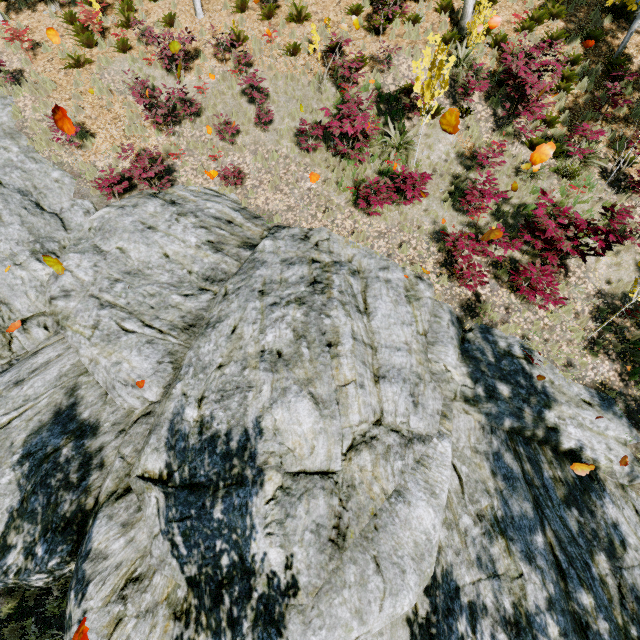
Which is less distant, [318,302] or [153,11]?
[318,302]

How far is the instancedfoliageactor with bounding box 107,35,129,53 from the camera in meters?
11.8

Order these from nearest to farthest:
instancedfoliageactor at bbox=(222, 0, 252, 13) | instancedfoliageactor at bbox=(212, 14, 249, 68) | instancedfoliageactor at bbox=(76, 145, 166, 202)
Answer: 1. instancedfoliageactor at bbox=(76, 145, 166, 202)
2. instancedfoliageactor at bbox=(212, 14, 249, 68)
3. instancedfoliageactor at bbox=(222, 0, 252, 13)

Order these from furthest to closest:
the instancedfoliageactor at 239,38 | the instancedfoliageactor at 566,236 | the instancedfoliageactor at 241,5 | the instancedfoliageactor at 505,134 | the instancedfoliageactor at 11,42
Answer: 1. the instancedfoliageactor at 241,5
2. the instancedfoliageactor at 239,38
3. the instancedfoliageactor at 11,42
4. the instancedfoliageactor at 505,134
5. the instancedfoliageactor at 566,236

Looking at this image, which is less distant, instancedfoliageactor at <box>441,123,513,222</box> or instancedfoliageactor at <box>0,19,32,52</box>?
instancedfoliageactor at <box>441,123,513,222</box>

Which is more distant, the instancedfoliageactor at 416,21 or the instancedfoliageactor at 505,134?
the instancedfoliageactor at 416,21
